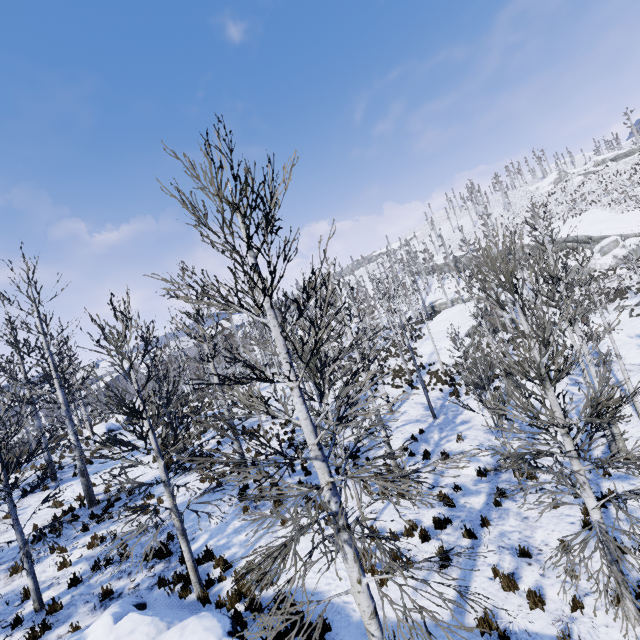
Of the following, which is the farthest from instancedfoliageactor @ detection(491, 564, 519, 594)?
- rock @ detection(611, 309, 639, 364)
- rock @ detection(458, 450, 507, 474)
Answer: rock @ detection(611, 309, 639, 364)

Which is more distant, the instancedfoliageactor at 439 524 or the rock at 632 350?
the rock at 632 350

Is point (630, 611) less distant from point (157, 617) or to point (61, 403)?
point (157, 617)

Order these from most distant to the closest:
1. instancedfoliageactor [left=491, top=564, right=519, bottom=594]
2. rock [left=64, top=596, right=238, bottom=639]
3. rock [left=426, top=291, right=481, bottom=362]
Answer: rock [left=426, top=291, right=481, bottom=362] < instancedfoliageactor [left=491, top=564, right=519, bottom=594] < rock [left=64, top=596, right=238, bottom=639]

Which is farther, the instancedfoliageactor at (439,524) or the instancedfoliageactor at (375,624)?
the instancedfoliageactor at (439,524)

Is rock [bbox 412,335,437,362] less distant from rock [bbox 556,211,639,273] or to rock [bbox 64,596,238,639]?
rock [bbox 556,211,639,273]

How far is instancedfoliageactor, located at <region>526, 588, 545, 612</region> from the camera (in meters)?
6.13

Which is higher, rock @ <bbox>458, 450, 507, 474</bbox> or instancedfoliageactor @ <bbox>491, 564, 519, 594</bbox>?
instancedfoliageactor @ <bbox>491, 564, 519, 594</bbox>
